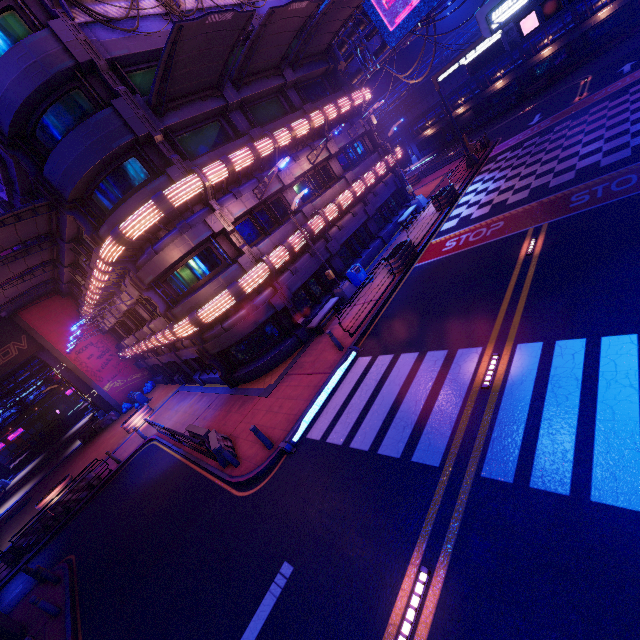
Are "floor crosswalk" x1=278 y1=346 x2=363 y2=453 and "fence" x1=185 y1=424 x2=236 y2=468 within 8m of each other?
yes

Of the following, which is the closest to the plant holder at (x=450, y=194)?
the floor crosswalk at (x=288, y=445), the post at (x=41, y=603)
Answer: the floor crosswalk at (x=288, y=445)

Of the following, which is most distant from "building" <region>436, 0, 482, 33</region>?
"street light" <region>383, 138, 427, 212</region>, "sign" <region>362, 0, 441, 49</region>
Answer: "street light" <region>383, 138, 427, 212</region>

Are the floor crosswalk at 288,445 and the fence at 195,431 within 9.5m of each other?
yes

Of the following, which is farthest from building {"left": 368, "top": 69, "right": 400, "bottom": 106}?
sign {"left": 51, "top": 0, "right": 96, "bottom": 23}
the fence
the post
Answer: the post

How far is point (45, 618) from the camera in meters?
11.0 m

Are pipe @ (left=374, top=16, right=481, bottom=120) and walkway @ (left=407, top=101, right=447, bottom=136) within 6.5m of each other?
yes

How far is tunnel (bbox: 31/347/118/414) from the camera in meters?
30.1 m
